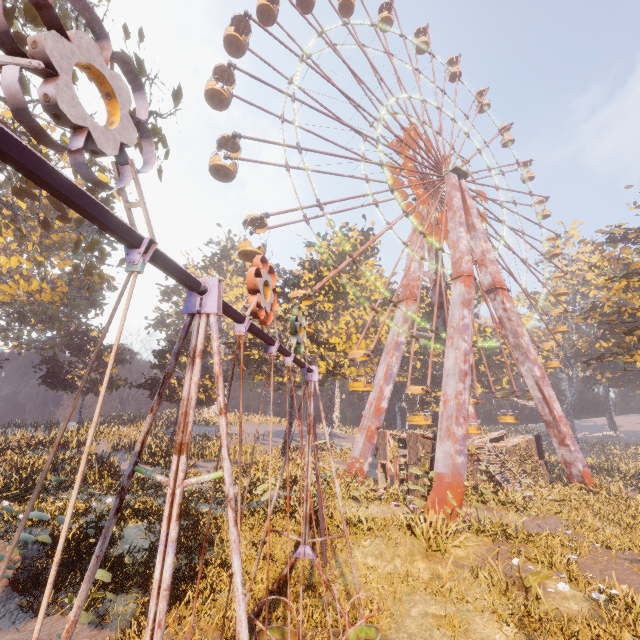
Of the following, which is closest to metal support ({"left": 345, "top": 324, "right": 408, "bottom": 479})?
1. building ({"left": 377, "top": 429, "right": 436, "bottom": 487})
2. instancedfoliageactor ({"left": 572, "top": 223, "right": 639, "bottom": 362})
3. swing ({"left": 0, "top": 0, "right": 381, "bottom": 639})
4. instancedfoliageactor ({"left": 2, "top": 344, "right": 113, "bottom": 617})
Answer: building ({"left": 377, "top": 429, "right": 436, "bottom": 487})

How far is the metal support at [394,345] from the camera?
24.0m

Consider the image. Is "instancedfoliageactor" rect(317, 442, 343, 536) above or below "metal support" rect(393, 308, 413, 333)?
below

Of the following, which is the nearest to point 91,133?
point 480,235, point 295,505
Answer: point 295,505

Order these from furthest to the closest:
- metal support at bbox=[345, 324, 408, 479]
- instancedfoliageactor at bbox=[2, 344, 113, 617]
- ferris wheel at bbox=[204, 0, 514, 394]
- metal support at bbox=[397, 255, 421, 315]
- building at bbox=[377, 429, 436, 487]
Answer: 1. metal support at bbox=[397, 255, 421, 315]
2. metal support at bbox=[345, 324, 408, 479]
3. ferris wheel at bbox=[204, 0, 514, 394]
4. building at bbox=[377, 429, 436, 487]
5. instancedfoliageactor at bbox=[2, 344, 113, 617]

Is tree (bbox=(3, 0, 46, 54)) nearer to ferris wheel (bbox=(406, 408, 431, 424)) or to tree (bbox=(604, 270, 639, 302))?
ferris wheel (bbox=(406, 408, 431, 424))

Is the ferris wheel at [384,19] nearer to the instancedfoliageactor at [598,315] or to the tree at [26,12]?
the tree at [26,12]

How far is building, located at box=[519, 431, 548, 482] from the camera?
25.11m
